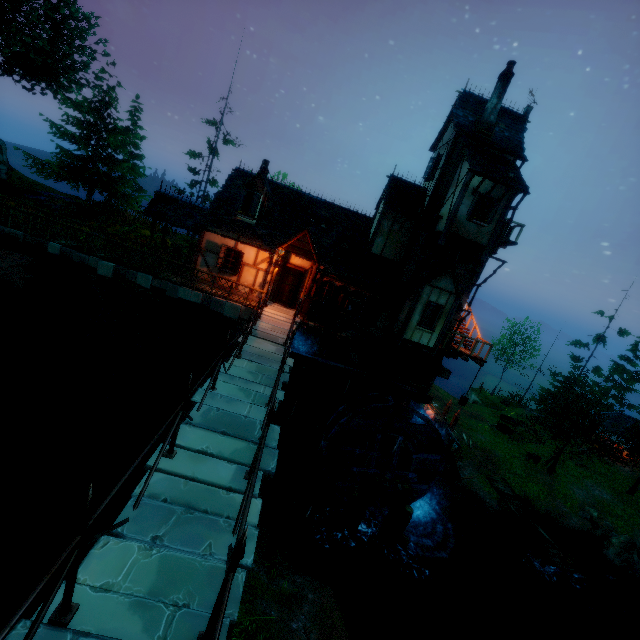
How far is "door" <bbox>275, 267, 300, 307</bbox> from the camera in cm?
1703

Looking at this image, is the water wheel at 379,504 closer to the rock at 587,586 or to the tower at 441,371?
the tower at 441,371

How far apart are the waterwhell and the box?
7.21m

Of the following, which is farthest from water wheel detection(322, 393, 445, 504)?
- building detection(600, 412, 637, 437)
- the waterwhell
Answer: building detection(600, 412, 637, 437)

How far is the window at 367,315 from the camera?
17.3m

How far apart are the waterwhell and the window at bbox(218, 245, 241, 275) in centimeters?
1227cm

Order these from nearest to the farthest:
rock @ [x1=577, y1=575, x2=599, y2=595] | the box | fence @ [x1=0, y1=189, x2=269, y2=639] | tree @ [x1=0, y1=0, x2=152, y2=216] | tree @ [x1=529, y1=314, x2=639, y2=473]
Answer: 1. fence @ [x1=0, y1=189, x2=269, y2=639]
2. the box
3. rock @ [x1=577, y1=575, x2=599, y2=595]
4. tree @ [x1=0, y1=0, x2=152, y2=216]
5. tree @ [x1=529, y1=314, x2=639, y2=473]

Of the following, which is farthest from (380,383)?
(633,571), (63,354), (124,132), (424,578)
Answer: (124,132)
